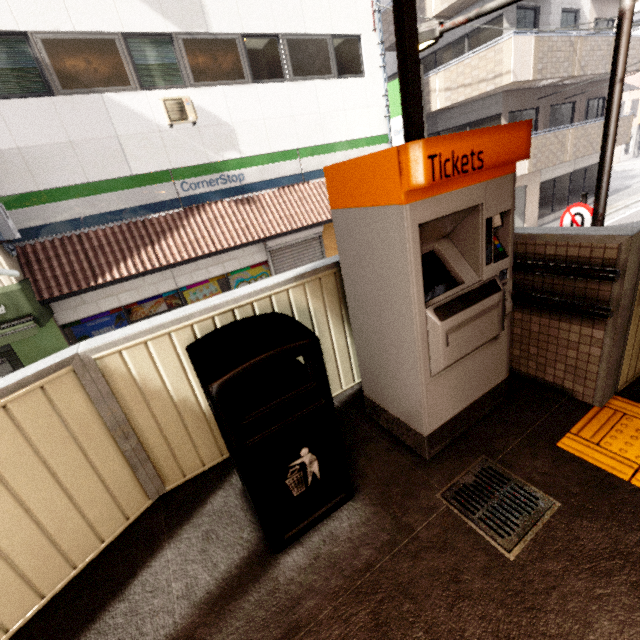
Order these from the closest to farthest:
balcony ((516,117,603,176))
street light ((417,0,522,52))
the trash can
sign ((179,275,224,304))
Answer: the trash can
street light ((417,0,522,52))
sign ((179,275,224,304))
balcony ((516,117,603,176))

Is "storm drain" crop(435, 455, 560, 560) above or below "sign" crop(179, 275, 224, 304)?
above

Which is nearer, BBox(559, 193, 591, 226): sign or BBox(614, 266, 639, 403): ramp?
BBox(614, 266, 639, 403): ramp

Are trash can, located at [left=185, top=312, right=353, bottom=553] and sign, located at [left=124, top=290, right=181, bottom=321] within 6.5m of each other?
no

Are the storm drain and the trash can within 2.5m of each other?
yes

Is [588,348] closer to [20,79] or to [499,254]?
[499,254]

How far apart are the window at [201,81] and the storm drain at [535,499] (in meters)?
10.44

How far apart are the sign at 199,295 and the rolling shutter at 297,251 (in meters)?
1.44
